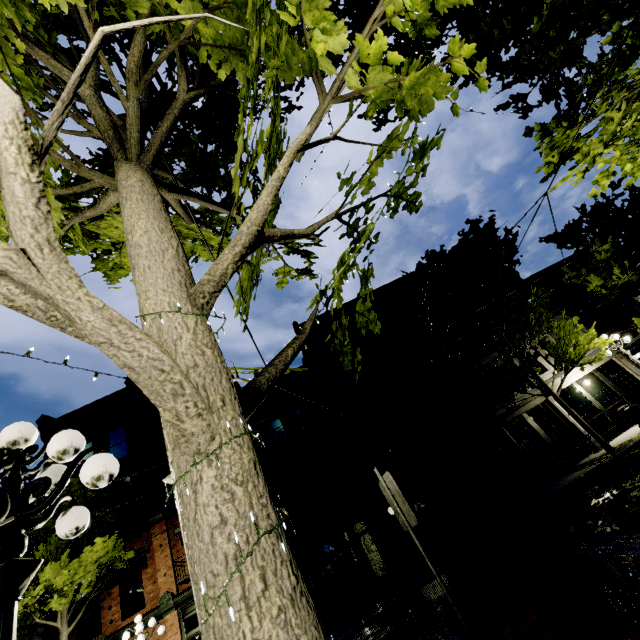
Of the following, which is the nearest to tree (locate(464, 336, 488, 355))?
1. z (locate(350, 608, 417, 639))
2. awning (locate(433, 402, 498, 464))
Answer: z (locate(350, 608, 417, 639))

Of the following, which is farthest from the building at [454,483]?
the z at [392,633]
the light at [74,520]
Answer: the light at [74,520]

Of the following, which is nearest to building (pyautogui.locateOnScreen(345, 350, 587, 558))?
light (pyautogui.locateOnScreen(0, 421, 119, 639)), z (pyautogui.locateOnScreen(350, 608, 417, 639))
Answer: z (pyautogui.locateOnScreen(350, 608, 417, 639))

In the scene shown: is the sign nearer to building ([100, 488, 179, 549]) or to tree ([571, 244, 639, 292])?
tree ([571, 244, 639, 292])

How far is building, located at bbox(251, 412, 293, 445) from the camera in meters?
16.2

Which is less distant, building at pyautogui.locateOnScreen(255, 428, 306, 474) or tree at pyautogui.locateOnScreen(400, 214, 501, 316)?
tree at pyautogui.locateOnScreen(400, 214, 501, 316)

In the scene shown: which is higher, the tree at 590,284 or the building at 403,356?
the building at 403,356

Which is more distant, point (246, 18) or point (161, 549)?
point (161, 549)
